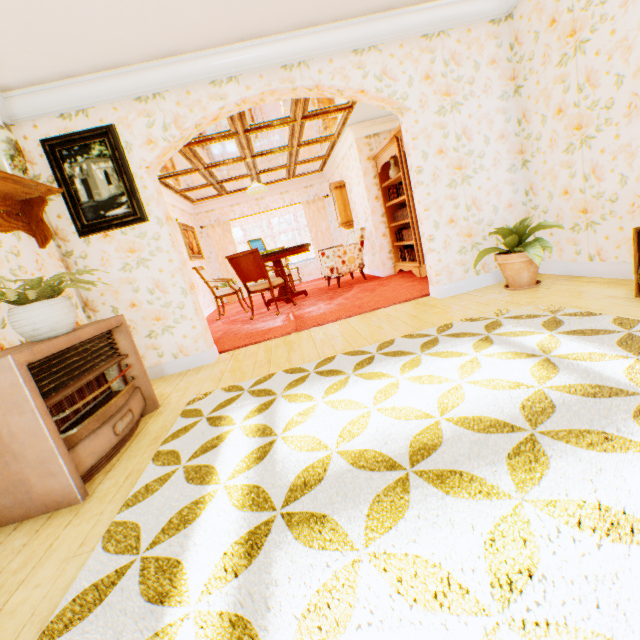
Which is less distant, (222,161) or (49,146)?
(49,146)

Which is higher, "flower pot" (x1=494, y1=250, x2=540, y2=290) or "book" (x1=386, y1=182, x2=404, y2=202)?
"book" (x1=386, y1=182, x2=404, y2=202)

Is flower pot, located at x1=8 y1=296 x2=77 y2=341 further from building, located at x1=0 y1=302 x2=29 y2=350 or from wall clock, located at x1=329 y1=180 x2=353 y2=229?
wall clock, located at x1=329 y1=180 x2=353 y2=229

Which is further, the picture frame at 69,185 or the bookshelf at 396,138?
the bookshelf at 396,138

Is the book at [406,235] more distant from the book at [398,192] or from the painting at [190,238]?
the painting at [190,238]

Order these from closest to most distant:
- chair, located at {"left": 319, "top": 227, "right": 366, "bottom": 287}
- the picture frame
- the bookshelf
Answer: A: the picture frame < the bookshelf < chair, located at {"left": 319, "top": 227, "right": 366, "bottom": 287}

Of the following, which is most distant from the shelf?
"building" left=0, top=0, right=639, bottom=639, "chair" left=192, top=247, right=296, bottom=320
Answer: "chair" left=192, top=247, right=296, bottom=320

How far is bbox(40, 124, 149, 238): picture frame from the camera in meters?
3.3 m
